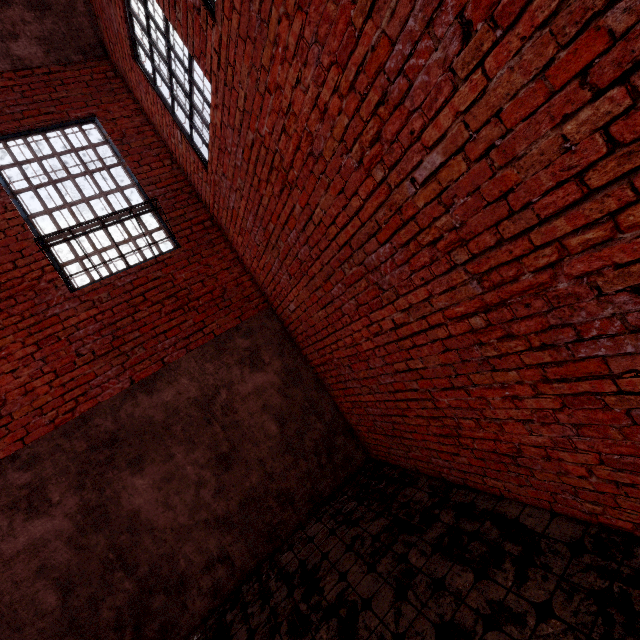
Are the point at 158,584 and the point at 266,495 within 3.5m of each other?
yes

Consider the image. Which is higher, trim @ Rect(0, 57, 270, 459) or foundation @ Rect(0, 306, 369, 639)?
trim @ Rect(0, 57, 270, 459)

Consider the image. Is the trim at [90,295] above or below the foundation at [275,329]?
above
